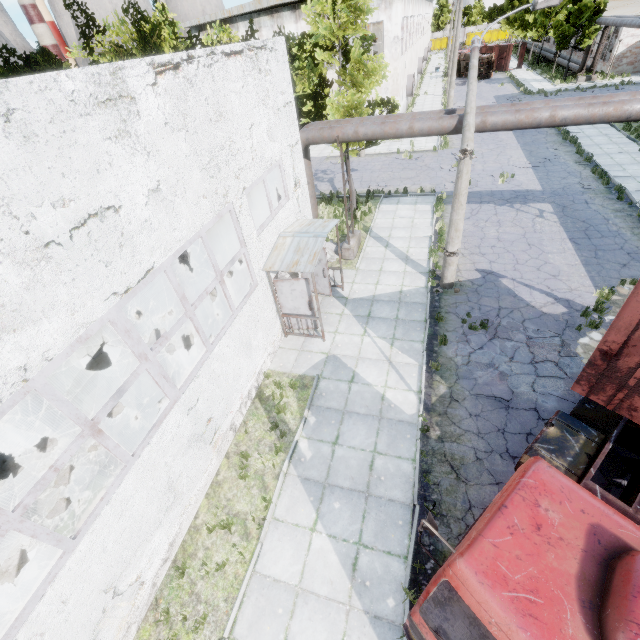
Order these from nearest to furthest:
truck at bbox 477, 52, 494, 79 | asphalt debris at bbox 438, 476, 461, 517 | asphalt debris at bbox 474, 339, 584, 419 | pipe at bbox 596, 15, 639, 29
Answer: asphalt debris at bbox 438, 476, 461, 517 < asphalt debris at bbox 474, 339, 584, 419 < pipe at bbox 596, 15, 639, 29 < truck at bbox 477, 52, 494, 79

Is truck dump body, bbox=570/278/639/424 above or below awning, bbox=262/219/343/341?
above

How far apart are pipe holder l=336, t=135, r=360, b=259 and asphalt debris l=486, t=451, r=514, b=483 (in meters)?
9.59

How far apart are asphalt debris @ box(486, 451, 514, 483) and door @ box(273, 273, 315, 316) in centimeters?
604cm

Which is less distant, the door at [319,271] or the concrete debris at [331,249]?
the door at [319,271]

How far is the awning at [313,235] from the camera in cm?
932

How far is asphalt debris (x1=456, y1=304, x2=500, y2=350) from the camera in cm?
1012

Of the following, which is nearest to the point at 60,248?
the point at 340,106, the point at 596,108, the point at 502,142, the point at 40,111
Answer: the point at 40,111
